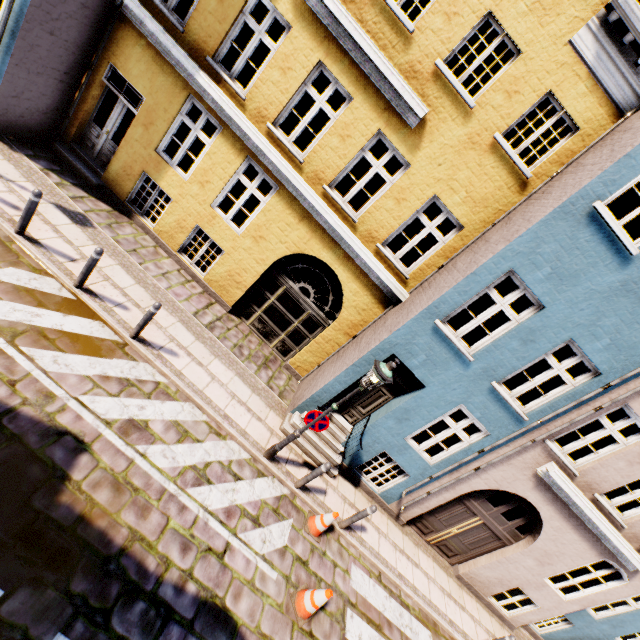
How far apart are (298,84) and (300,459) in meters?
Answer: 9.1 m

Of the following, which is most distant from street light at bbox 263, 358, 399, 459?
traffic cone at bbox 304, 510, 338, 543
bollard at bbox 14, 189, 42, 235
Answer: bollard at bbox 14, 189, 42, 235

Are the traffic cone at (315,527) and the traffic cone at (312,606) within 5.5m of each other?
yes

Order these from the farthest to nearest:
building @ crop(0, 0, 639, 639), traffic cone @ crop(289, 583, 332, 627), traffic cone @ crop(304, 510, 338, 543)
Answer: traffic cone @ crop(304, 510, 338, 543) < building @ crop(0, 0, 639, 639) < traffic cone @ crop(289, 583, 332, 627)

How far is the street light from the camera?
5.95m

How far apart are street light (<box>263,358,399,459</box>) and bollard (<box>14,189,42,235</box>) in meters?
6.8 m

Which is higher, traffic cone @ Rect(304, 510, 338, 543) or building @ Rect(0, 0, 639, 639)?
Result: building @ Rect(0, 0, 639, 639)

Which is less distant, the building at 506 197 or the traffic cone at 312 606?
the traffic cone at 312 606
